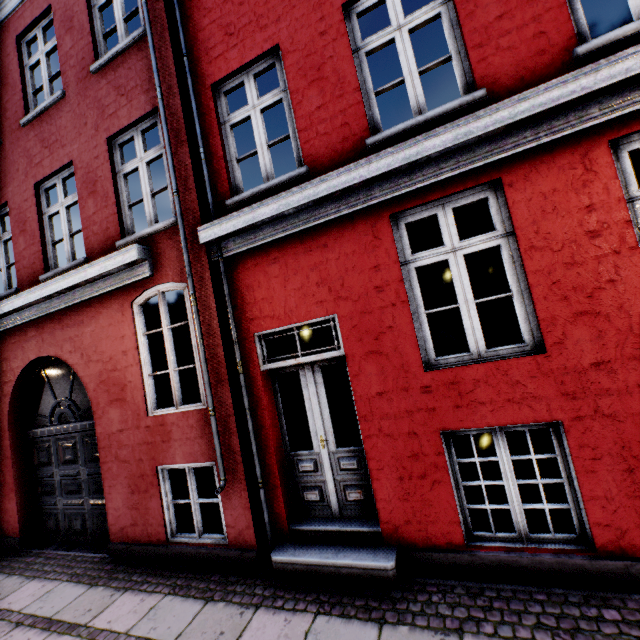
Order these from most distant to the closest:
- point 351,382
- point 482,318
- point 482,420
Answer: point 482,318, point 351,382, point 482,420
